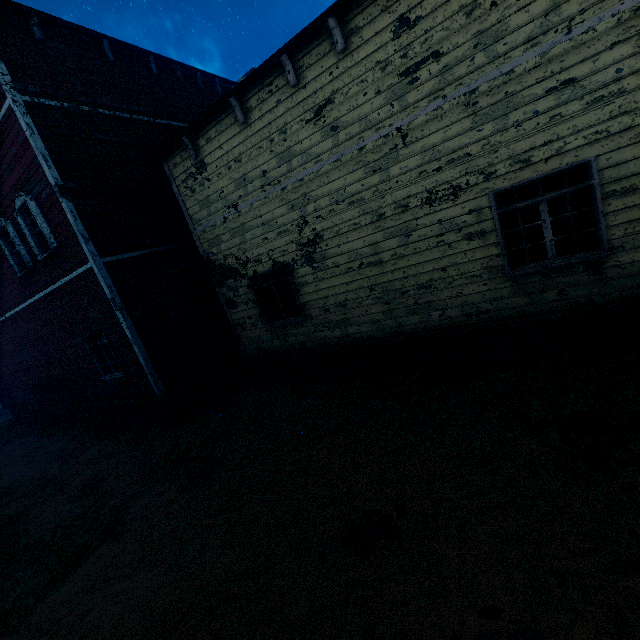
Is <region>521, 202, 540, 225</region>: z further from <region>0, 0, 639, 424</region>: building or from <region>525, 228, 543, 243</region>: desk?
<region>525, 228, 543, 243</region>: desk

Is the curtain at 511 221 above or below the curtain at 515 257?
above

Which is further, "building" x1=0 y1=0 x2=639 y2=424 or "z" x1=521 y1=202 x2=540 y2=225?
"z" x1=521 y1=202 x2=540 y2=225

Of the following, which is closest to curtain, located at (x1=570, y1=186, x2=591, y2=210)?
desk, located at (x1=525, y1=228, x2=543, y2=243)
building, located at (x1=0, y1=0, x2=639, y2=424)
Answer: building, located at (x1=0, y1=0, x2=639, y2=424)

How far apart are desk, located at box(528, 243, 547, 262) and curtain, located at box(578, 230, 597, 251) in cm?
160

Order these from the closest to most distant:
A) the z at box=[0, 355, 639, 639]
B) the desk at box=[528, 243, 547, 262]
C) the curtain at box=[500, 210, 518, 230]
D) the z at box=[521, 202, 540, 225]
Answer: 1. the z at box=[0, 355, 639, 639]
2. the curtain at box=[500, 210, 518, 230]
3. the desk at box=[528, 243, 547, 262]
4. the z at box=[521, 202, 540, 225]

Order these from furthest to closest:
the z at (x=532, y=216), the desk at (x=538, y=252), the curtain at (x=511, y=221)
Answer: the z at (x=532, y=216)
the desk at (x=538, y=252)
the curtain at (x=511, y=221)

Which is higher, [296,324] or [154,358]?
[154,358]
